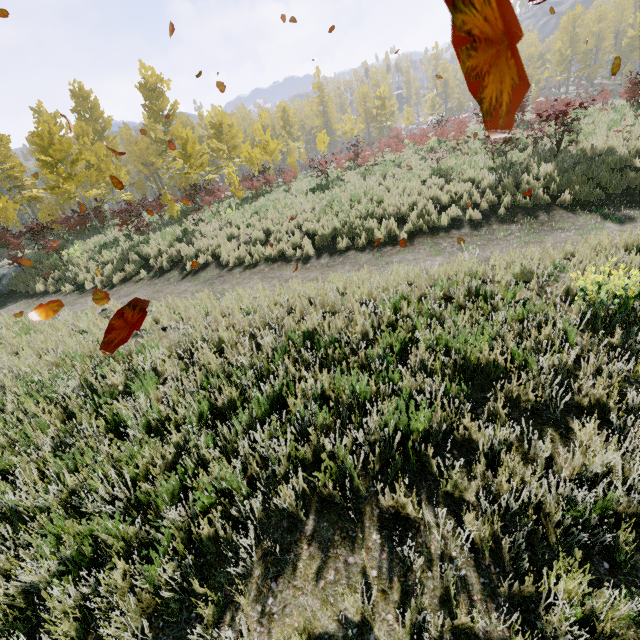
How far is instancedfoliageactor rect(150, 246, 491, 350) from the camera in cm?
584

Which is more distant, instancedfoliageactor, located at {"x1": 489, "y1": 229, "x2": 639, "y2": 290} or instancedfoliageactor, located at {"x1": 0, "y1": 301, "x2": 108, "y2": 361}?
instancedfoliageactor, located at {"x1": 0, "y1": 301, "x2": 108, "y2": 361}

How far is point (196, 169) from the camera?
19.2m

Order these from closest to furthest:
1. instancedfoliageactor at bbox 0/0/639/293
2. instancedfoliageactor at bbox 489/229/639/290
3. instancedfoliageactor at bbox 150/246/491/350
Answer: instancedfoliageactor at bbox 489/229/639/290 < instancedfoliageactor at bbox 150/246/491/350 < instancedfoliageactor at bbox 0/0/639/293

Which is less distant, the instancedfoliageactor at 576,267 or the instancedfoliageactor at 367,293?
the instancedfoliageactor at 576,267
